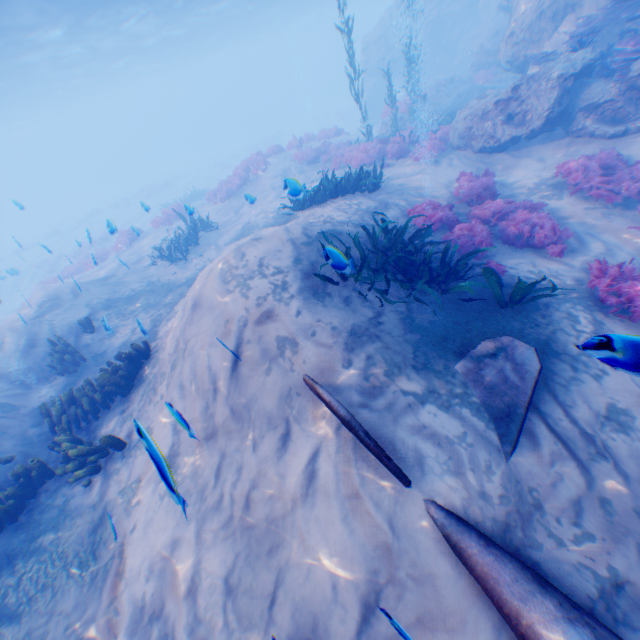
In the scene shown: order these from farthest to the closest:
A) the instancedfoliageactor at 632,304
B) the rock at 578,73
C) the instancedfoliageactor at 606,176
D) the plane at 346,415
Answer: the rock at 578,73, the instancedfoliageactor at 606,176, the instancedfoliageactor at 632,304, the plane at 346,415

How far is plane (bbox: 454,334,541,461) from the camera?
4.2 meters

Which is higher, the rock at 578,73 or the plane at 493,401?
the rock at 578,73

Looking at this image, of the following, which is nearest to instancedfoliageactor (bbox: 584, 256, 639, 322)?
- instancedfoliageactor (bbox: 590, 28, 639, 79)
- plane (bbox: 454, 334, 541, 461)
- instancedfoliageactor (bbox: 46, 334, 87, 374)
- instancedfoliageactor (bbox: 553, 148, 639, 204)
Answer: instancedfoliageactor (bbox: 553, 148, 639, 204)

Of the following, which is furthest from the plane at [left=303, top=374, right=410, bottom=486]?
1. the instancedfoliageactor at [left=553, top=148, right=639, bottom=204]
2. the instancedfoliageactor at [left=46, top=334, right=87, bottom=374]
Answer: the instancedfoliageactor at [left=46, top=334, right=87, bottom=374]

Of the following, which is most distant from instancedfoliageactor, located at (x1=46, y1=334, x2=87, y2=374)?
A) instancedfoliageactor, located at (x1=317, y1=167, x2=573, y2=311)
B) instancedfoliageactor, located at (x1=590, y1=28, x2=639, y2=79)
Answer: instancedfoliageactor, located at (x1=590, y1=28, x2=639, y2=79)

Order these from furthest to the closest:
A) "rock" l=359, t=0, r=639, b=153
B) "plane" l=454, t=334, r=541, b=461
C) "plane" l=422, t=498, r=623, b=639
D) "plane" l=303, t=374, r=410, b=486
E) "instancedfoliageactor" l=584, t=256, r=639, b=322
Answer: "rock" l=359, t=0, r=639, b=153
"instancedfoliageactor" l=584, t=256, r=639, b=322
"plane" l=454, t=334, r=541, b=461
"plane" l=303, t=374, r=410, b=486
"plane" l=422, t=498, r=623, b=639

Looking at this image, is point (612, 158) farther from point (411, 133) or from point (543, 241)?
point (411, 133)
